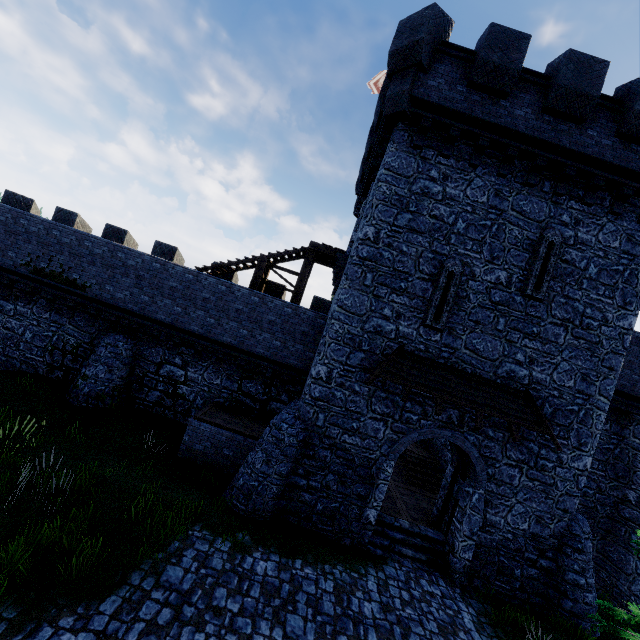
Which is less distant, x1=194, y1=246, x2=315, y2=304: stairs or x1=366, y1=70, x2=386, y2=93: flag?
x1=194, y1=246, x2=315, y2=304: stairs

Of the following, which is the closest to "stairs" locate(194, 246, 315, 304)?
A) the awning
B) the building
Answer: the building

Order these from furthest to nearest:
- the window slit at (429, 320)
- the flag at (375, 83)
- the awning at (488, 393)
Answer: the flag at (375, 83), the window slit at (429, 320), the awning at (488, 393)

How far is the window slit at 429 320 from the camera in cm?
1061

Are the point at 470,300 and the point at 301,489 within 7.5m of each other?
no

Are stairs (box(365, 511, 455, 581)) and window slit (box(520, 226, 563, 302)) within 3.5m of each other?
no

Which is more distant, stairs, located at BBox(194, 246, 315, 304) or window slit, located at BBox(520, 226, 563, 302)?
stairs, located at BBox(194, 246, 315, 304)

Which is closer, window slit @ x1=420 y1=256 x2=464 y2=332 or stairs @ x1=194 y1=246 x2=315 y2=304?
window slit @ x1=420 y1=256 x2=464 y2=332
